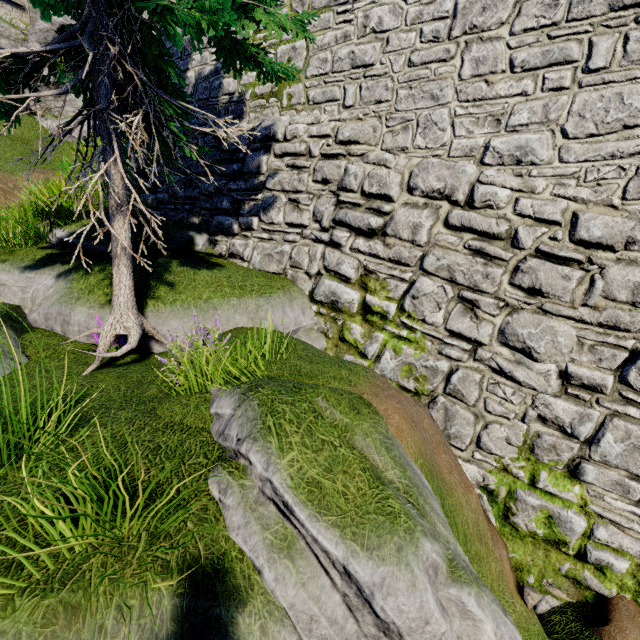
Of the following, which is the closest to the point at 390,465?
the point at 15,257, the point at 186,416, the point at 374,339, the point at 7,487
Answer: the point at 186,416

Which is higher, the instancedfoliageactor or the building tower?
the building tower

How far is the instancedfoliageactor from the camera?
3.7m

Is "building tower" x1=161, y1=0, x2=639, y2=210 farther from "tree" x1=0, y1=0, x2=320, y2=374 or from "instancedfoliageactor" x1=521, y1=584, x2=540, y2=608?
"instancedfoliageactor" x1=521, y1=584, x2=540, y2=608

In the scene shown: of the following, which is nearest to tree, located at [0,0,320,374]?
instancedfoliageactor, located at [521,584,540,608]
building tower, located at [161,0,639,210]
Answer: building tower, located at [161,0,639,210]

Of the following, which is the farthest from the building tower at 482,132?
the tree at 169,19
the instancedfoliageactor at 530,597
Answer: the instancedfoliageactor at 530,597
